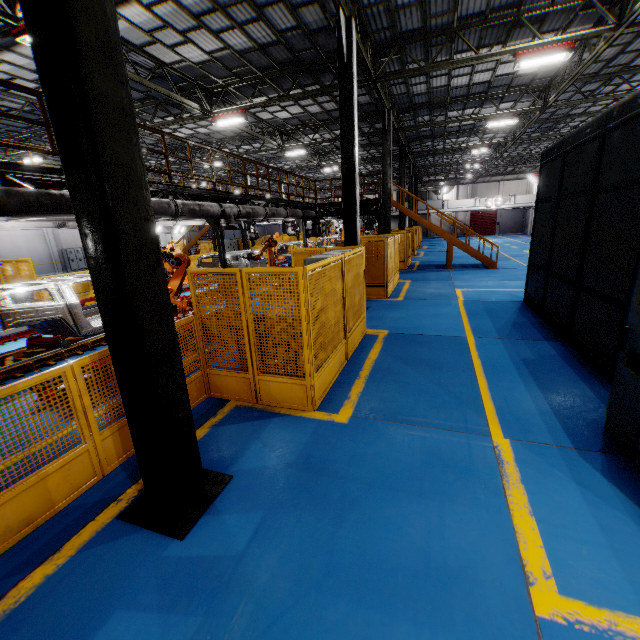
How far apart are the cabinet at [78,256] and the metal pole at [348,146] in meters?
30.9

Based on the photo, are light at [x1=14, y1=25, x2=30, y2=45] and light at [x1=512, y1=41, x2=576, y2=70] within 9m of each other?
no

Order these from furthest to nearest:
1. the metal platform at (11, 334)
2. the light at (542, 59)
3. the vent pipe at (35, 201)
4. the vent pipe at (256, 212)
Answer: the vent pipe at (256, 212) < the light at (542, 59) < the metal platform at (11, 334) < the vent pipe at (35, 201)

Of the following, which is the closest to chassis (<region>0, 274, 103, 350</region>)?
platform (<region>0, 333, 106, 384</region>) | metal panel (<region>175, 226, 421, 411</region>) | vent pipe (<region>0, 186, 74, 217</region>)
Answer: platform (<region>0, 333, 106, 384</region>)

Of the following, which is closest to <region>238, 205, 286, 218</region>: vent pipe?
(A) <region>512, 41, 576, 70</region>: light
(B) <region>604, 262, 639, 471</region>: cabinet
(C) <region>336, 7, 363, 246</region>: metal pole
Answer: (C) <region>336, 7, 363, 246</region>: metal pole

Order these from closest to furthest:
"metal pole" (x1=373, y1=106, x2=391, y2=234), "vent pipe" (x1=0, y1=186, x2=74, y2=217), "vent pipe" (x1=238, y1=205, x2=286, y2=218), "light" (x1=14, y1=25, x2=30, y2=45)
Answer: "vent pipe" (x1=0, y1=186, x2=74, y2=217)
"light" (x1=14, y1=25, x2=30, y2=45)
"vent pipe" (x1=238, y1=205, x2=286, y2=218)
"metal pole" (x1=373, y1=106, x2=391, y2=234)

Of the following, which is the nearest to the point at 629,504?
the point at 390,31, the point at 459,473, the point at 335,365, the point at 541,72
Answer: the point at 459,473

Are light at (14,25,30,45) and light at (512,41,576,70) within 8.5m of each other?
no
